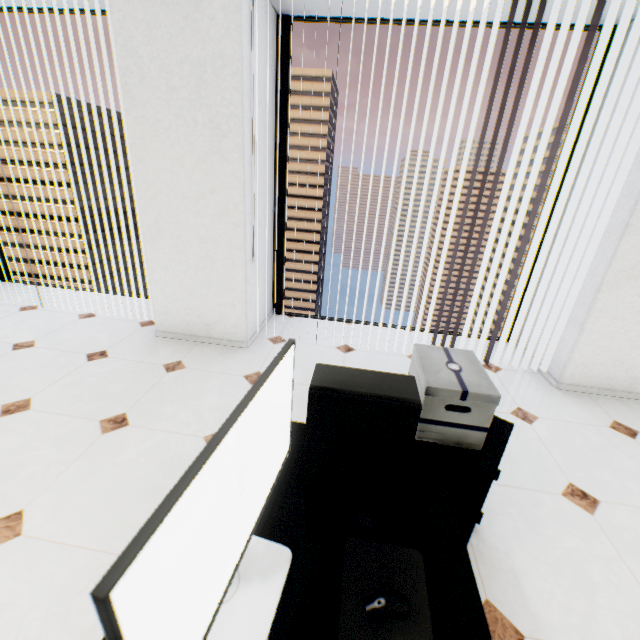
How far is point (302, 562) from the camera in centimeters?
80cm

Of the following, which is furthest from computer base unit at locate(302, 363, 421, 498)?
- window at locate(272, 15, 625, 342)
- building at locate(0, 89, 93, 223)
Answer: building at locate(0, 89, 93, 223)

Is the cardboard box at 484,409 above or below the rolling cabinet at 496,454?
above

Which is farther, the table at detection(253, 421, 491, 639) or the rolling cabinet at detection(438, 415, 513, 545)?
the rolling cabinet at detection(438, 415, 513, 545)

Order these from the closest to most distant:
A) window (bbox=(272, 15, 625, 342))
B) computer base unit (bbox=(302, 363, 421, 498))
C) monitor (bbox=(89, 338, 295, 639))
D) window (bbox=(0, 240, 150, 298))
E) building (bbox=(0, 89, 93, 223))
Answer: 1. monitor (bbox=(89, 338, 295, 639))
2. computer base unit (bbox=(302, 363, 421, 498))
3. window (bbox=(272, 15, 625, 342))
4. window (bbox=(0, 240, 150, 298))
5. building (bbox=(0, 89, 93, 223))

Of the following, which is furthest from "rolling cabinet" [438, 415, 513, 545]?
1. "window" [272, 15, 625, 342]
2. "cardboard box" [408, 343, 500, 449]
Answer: "window" [272, 15, 625, 342]

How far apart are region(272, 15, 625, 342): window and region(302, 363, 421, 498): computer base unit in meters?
3.0

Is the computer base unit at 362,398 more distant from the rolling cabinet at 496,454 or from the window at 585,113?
the window at 585,113
